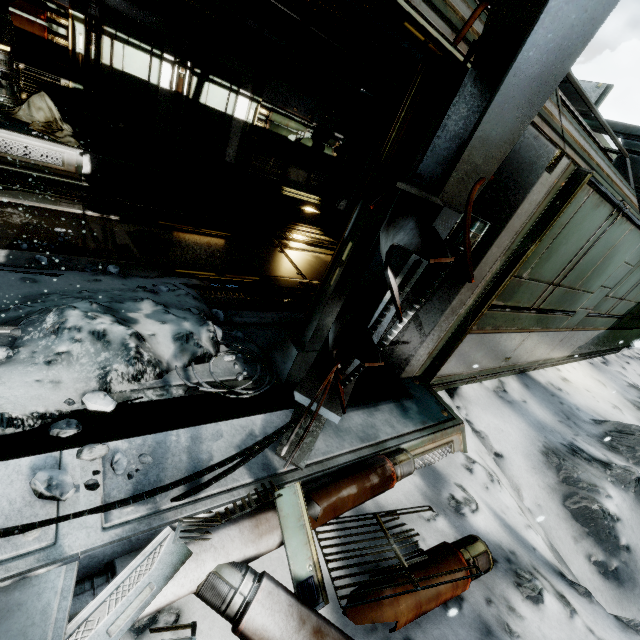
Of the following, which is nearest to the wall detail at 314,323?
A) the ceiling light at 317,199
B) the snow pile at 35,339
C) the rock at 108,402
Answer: the snow pile at 35,339

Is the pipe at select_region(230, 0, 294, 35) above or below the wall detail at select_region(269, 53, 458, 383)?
above

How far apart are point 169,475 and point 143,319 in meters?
1.5 m

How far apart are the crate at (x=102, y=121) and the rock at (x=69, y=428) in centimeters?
713cm

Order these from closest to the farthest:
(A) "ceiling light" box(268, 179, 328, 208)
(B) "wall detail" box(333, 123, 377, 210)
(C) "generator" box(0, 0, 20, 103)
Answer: (C) "generator" box(0, 0, 20, 103)
(A) "ceiling light" box(268, 179, 328, 208)
(B) "wall detail" box(333, 123, 377, 210)

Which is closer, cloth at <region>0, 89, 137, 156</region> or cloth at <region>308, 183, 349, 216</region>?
cloth at <region>0, 89, 137, 156</region>

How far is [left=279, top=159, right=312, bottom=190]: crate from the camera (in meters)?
9.30

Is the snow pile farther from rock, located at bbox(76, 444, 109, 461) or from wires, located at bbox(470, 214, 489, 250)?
wires, located at bbox(470, 214, 489, 250)
